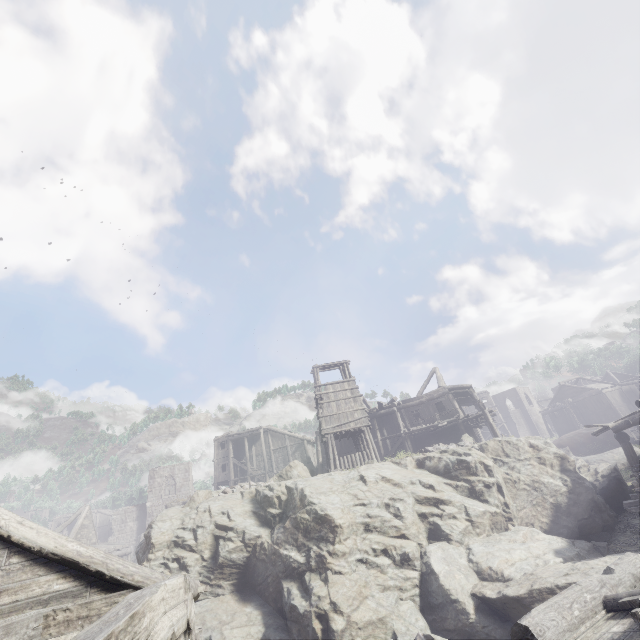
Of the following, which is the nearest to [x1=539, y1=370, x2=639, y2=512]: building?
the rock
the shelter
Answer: the rock

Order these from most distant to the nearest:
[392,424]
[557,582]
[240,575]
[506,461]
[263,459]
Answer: [263,459] < [392,424] < [506,461] < [240,575] < [557,582]

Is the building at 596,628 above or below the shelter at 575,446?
below

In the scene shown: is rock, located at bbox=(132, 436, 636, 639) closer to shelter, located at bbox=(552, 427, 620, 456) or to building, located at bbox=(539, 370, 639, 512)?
building, located at bbox=(539, 370, 639, 512)

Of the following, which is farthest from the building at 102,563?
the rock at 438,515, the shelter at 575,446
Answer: the shelter at 575,446

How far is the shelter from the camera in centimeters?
3503cm
